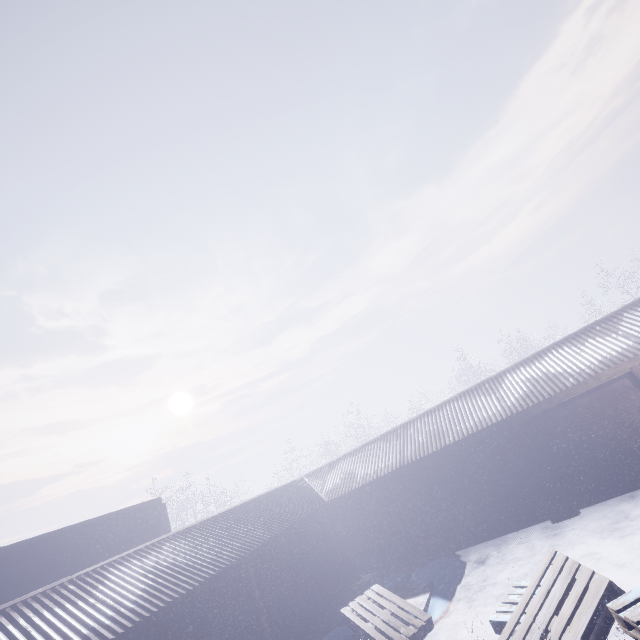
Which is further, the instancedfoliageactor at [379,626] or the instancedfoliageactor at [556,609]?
the instancedfoliageactor at [379,626]

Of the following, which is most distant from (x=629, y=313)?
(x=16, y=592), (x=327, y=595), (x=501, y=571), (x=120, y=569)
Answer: (x=16, y=592)

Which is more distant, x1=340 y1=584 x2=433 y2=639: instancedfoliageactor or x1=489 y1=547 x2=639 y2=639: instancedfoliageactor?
x1=340 y1=584 x2=433 y2=639: instancedfoliageactor
